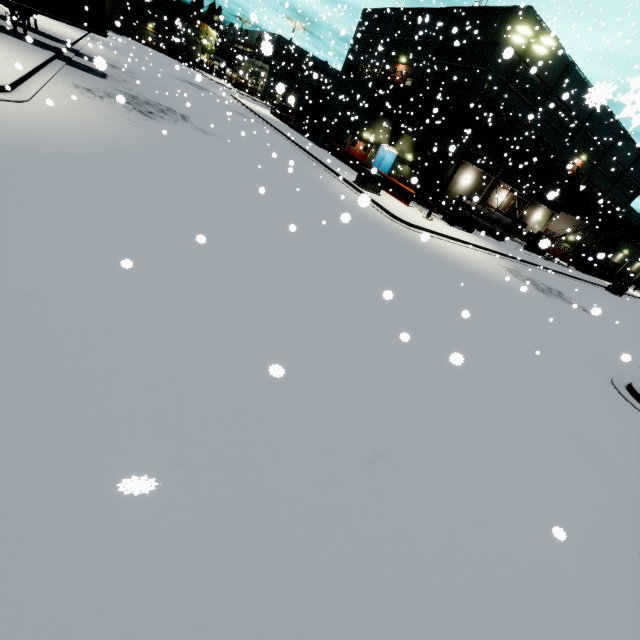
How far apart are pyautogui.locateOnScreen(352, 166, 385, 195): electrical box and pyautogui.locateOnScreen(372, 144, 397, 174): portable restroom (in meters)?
14.15

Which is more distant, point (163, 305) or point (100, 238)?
point (100, 238)

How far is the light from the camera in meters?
15.6

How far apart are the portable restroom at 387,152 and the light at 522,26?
15.7 meters

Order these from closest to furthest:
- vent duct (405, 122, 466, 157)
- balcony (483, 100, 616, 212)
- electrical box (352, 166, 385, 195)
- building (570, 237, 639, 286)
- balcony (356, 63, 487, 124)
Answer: electrical box (352, 166, 385, 195), balcony (356, 63, 487, 124), balcony (483, 100, 616, 212), vent duct (405, 122, 466, 157), building (570, 237, 639, 286)

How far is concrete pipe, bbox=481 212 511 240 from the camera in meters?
29.2 m

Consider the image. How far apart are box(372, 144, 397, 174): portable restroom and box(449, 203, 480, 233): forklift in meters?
12.1 m

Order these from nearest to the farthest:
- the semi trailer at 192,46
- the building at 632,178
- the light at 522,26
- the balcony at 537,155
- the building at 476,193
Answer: the light at 522,26, the balcony at 537,155, the building at 632,178, the building at 476,193, the semi trailer at 192,46
